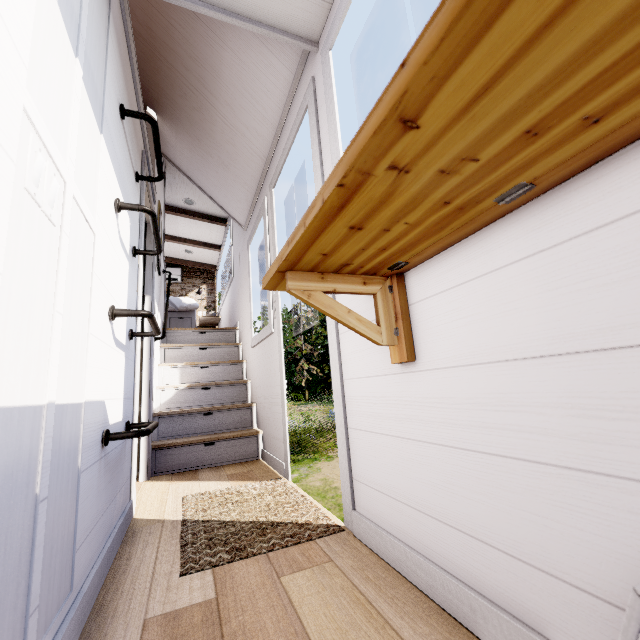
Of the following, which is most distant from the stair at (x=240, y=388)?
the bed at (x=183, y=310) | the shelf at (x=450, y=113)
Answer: the shelf at (x=450, y=113)

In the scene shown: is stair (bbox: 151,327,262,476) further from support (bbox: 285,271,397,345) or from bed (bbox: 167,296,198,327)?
support (bbox: 285,271,397,345)

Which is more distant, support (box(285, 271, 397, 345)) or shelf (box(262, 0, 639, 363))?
support (box(285, 271, 397, 345))

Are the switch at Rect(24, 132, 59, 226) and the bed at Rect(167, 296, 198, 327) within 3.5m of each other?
no

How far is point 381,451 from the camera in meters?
1.2 m

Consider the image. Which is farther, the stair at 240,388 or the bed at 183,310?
the bed at 183,310

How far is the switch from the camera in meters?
0.7 m

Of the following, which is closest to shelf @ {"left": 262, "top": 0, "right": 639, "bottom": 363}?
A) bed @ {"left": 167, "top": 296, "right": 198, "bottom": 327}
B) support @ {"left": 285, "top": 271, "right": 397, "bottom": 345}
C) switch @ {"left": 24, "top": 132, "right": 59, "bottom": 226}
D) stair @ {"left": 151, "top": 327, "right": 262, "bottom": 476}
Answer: support @ {"left": 285, "top": 271, "right": 397, "bottom": 345}
